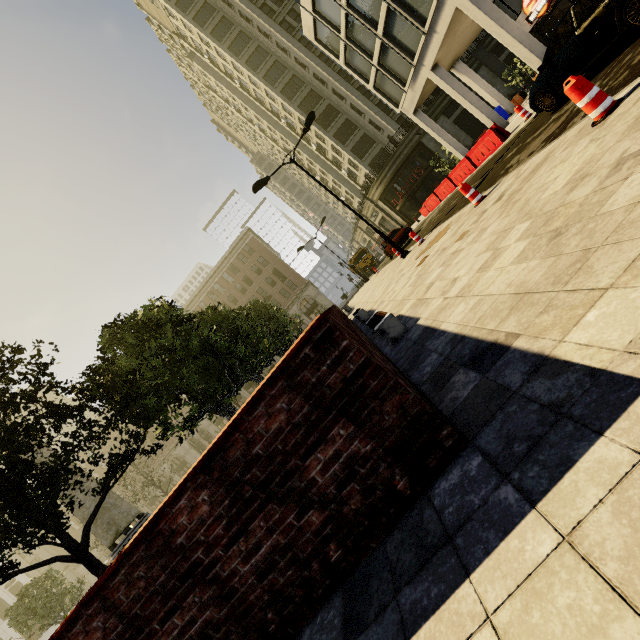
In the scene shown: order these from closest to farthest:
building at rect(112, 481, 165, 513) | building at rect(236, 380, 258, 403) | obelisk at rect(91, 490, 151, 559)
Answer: obelisk at rect(91, 490, 151, 559) → building at rect(236, 380, 258, 403) → building at rect(112, 481, 165, 513)

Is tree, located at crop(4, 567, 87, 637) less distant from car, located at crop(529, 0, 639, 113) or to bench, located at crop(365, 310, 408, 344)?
bench, located at crop(365, 310, 408, 344)

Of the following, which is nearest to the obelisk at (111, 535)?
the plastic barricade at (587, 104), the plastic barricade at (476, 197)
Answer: the plastic barricade at (476, 197)

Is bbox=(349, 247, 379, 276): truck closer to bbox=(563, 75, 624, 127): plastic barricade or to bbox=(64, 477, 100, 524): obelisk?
bbox=(64, 477, 100, 524): obelisk

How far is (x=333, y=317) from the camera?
3.3m

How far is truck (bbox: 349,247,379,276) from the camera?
43.0m

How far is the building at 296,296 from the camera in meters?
51.9

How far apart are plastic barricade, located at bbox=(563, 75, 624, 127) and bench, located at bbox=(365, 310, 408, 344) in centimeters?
382cm
